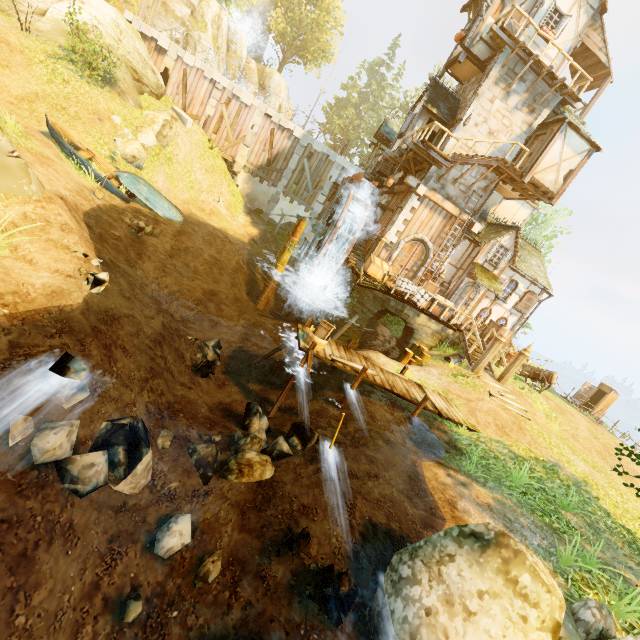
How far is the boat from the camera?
13.0 meters

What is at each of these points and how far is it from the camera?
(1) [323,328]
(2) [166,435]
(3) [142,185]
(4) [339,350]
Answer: (1) washboard, 10.02m
(2) rock, 6.24m
(3) boat, 14.88m
(4) wooden platform, 10.75m

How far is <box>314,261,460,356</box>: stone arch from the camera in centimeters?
1689cm

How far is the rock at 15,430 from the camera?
4.11m

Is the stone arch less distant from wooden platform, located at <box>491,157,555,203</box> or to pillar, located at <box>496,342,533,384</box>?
pillar, located at <box>496,342,533,384</box>

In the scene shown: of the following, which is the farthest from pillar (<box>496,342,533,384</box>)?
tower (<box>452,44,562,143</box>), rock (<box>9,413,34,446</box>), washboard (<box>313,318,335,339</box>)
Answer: rock (<box>9,413,34,446</box>)

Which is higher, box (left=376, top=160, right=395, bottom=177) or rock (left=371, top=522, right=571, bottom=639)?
box (left=376, top=160, right=395, bottom=177)

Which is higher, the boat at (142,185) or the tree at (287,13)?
the tree at (287,13)
